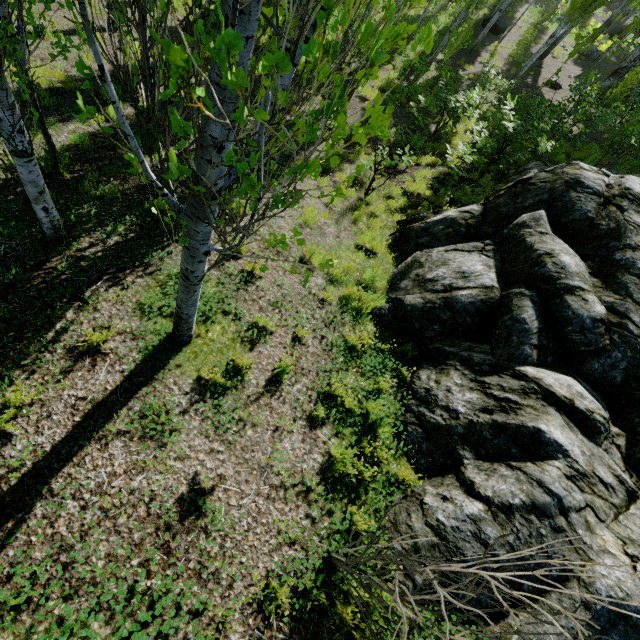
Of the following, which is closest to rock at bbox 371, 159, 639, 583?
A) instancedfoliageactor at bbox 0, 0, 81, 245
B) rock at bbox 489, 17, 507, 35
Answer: instancedfoliageactor at bbox 0, 0, 81, 245

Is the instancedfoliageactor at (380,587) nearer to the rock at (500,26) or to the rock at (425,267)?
the rock at (425,267)

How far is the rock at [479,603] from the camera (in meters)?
2.87

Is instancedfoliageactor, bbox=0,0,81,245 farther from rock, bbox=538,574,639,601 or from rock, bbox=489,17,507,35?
rock, bbox=489,17,507,35

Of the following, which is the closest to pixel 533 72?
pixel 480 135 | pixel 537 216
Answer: pixel 480 135
